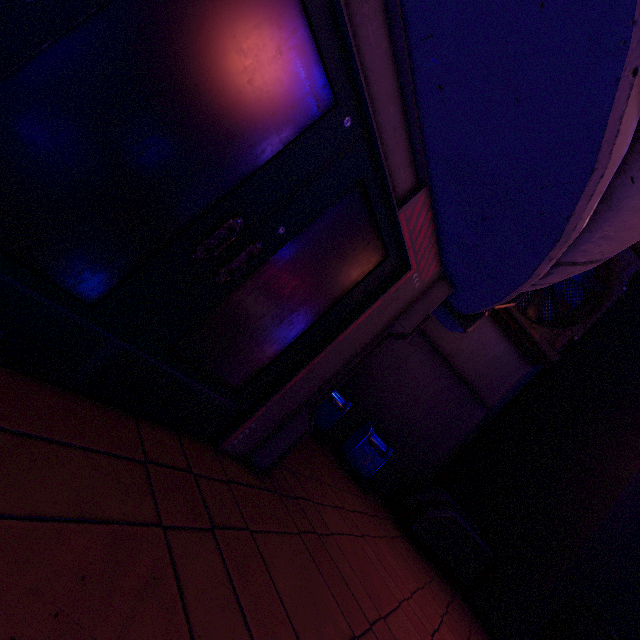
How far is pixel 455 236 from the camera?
2.92m

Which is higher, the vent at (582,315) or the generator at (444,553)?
the vent at (582,315)

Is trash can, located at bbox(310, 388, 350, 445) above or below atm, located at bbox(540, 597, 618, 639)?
below

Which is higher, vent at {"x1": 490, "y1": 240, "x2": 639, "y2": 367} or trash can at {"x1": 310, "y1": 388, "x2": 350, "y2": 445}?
vent at {"x1": 490, "y1": 240, "x2": 639, "y2": 367}

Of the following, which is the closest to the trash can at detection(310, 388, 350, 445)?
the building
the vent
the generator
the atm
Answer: the building

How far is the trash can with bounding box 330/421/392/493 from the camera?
7.7m

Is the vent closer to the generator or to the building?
the building

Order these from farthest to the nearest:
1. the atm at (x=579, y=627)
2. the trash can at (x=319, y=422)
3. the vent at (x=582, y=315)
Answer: the vent at (x=582, y=315), the trash can at (x=319, y=422), the atm at (x=579, y=627)
